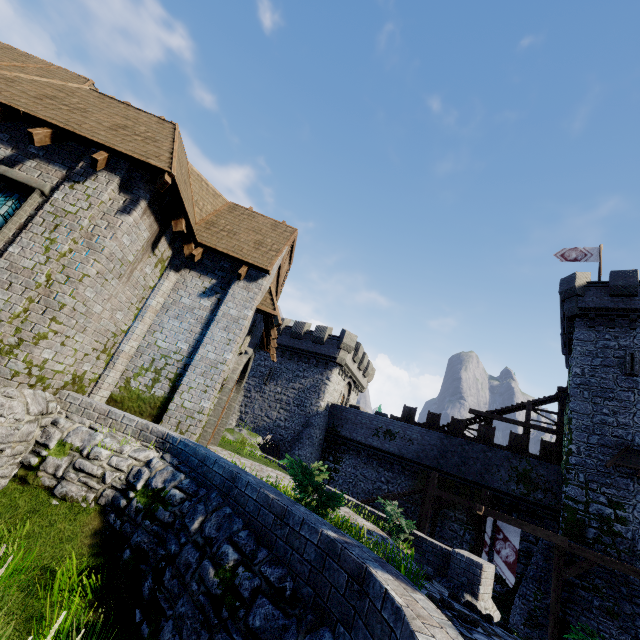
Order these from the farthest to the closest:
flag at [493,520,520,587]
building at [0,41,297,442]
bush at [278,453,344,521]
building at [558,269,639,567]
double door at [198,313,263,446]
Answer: building at [558,269,639,567], flag at [493,520,520,587], double door at [198,313,263,446], building at [0,41,297,442], bush at [278,453,344,521]

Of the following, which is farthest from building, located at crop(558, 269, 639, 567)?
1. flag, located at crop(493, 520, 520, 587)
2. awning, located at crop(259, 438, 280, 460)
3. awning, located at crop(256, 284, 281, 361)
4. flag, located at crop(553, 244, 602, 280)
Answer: awning, located at crop(259, 438, 280, 460)

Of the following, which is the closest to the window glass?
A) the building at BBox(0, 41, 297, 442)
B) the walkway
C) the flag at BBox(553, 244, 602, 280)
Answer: the building at BBox(0, 41, 297, 442)

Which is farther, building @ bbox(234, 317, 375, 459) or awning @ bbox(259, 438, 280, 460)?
building @ bbox(234, 317, 375, 459)

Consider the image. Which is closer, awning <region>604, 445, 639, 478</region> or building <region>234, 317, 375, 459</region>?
awning <region>604, 445, 639, 478</region>

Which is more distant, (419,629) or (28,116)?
(28,116)

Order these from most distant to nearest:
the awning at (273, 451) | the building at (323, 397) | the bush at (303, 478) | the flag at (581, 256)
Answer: the building at (323, 397) → the awning at (273, 451) → the flag at (581, 256) → the bush at (303, 478)

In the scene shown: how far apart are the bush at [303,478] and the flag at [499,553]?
15.4 meters
